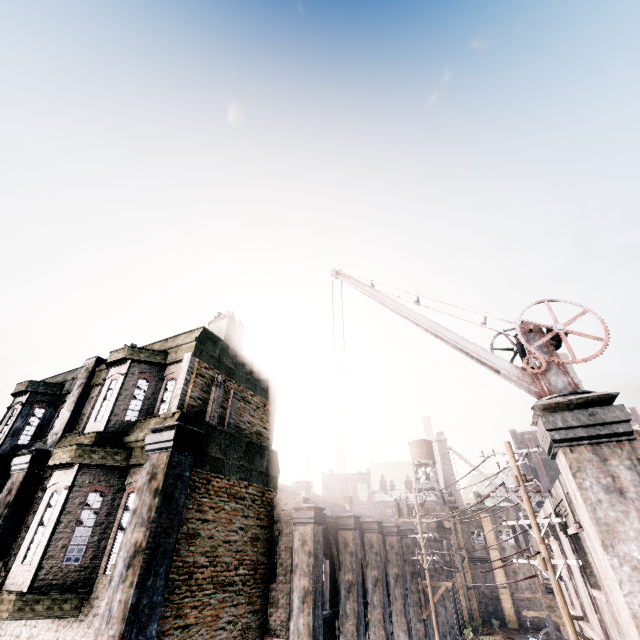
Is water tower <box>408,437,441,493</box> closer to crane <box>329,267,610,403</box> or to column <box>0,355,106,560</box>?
crane <box>329,267,610,403</box>

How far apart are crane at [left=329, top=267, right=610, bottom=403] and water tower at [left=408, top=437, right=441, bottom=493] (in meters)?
42.42

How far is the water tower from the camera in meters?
44.2

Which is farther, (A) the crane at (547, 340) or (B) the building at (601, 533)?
(A) the crane at (547, 340)

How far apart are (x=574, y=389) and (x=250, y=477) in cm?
1117

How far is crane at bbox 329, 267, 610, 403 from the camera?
7.5 meters

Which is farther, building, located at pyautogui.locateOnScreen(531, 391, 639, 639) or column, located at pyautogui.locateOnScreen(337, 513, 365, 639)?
column, located at pyautogui.locateOnScreen(337, 513, 365, 639)

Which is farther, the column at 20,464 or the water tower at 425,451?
the water tower at 425,451
